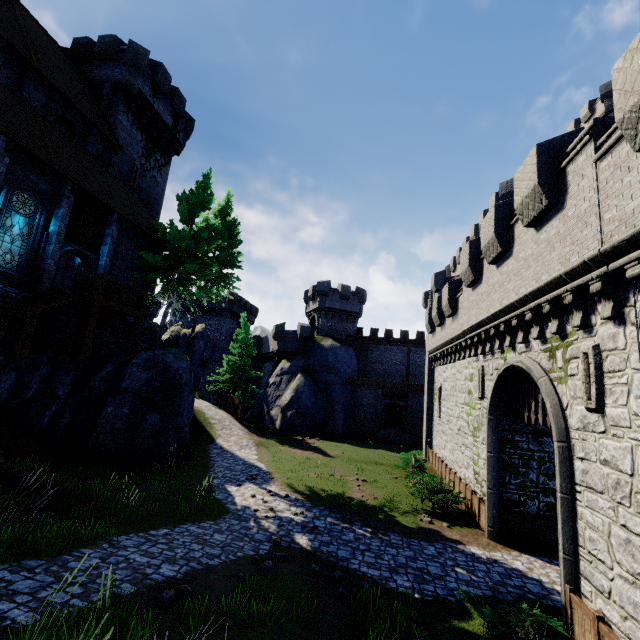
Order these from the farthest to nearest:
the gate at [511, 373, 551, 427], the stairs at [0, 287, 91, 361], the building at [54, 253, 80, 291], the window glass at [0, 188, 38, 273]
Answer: the building at [54, 253, 80, 291] < the window glass at [0, 188, 38, 273] < the stairs at [0, 287, 91, 361] < the gate at [511, 373, 551, 427]

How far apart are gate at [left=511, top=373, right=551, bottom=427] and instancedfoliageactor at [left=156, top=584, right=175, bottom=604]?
9.8m

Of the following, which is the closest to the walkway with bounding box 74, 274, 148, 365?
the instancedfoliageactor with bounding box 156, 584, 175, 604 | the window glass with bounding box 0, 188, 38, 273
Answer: the window glass with bounding box 0, 188, 38, 273

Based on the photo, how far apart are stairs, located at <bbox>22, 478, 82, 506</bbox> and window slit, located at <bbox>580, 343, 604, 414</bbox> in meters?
14.9 m

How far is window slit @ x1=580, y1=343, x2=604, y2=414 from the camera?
7.01m

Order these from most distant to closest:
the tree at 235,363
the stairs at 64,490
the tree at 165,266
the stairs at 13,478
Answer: the tree at 235,363, the tree at 165,266, the stairs at 64,490, the stairs at 13,478

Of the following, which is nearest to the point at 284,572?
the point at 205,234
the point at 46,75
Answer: the point at 205,234

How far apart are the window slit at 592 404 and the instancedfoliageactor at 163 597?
8.93m
